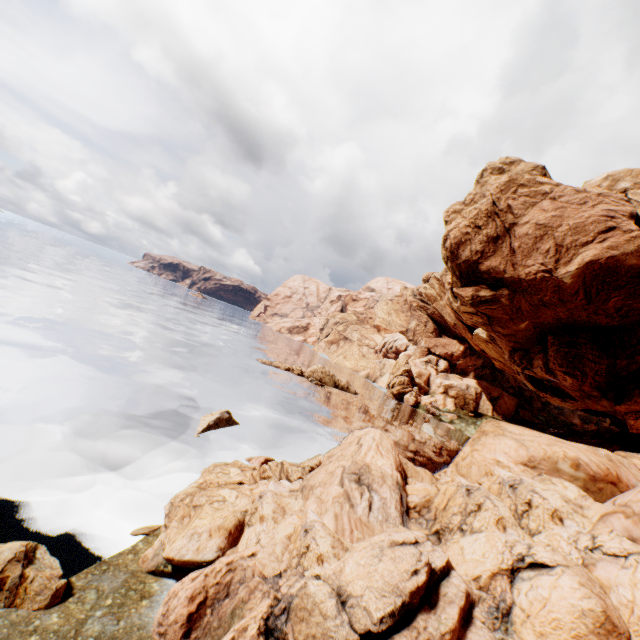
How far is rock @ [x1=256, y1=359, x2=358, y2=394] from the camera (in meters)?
48.84

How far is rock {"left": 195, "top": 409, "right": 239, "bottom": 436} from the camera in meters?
20.0

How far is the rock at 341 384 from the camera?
48.8 meters

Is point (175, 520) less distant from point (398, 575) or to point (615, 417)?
point (398, 575)

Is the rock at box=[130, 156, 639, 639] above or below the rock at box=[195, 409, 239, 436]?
above

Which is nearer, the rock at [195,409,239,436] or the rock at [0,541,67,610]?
the rock at [0,541,67,610]

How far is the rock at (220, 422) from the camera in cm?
2000

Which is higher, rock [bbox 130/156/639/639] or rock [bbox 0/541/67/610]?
rock [bbox 130/156/639/639]
